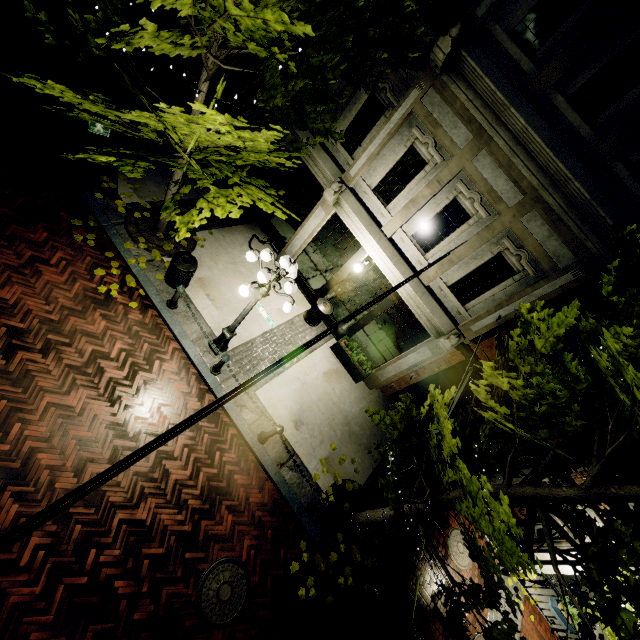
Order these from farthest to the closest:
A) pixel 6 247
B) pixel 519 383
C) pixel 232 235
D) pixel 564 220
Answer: pixel 232 235 < pixel 6 247 < pixel 564 220 < pixel 519 383

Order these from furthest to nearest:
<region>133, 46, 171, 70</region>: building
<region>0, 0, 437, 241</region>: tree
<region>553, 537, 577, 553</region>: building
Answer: <region>133, 46, 171, 70</region>: building, <region>553, 537, 577, 553</region>: building, <region>0, 0, 437, 241</region>: tree

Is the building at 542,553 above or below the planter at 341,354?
above

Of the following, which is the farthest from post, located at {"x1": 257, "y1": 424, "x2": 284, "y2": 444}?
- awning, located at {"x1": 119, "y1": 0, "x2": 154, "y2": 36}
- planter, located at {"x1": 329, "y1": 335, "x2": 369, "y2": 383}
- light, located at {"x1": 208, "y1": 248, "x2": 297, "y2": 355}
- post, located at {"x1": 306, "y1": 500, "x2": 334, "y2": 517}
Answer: awning, located at {"x1": 119, "y1": 0, "x2": 154, "y2": 36}

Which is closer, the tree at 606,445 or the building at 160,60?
the tree at 606,445

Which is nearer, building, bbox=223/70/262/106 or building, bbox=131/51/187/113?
building, bbox=223/70/262/106

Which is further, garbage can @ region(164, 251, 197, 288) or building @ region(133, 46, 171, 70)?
building @ region(133, 46, 171, 70)

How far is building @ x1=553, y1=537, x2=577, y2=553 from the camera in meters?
8.9
